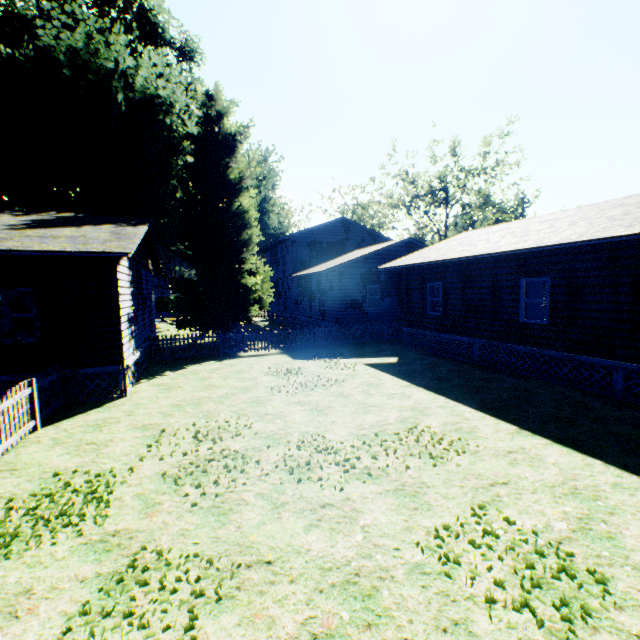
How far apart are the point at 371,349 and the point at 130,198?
19.7 meters

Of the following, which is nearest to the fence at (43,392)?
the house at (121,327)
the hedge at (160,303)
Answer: the house at (121,327)

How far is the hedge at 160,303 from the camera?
50.4m

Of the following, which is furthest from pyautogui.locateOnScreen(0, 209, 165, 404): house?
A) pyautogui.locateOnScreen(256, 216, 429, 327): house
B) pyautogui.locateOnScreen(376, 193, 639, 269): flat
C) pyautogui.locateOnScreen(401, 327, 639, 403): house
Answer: pyautogui.locateOnScreen(401, 327, 639, 403): house

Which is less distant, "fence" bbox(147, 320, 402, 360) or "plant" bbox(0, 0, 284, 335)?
"fence" bbox(147, 320, 402, 360)

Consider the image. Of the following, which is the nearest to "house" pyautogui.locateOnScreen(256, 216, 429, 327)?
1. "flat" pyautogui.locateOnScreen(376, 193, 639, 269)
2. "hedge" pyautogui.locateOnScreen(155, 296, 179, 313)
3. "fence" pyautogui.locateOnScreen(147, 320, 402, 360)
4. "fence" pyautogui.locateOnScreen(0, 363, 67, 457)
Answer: "fence" pyautogui.locateOnScreen(147, 320, 402, 360)

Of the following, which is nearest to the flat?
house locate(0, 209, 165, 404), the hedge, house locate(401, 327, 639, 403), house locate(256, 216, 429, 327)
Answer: house locate(256, 216, 429, 327)

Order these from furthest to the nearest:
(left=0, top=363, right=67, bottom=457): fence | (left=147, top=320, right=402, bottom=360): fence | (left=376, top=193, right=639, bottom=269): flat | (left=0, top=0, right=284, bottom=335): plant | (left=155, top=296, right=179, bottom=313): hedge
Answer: (left=155, top=296, right=179, bottom=313): hedge → (left=0, top=0, right=284, bottom=335): plant → (left=147, top=320, right=402, bottom=360): fence → (left=376, top=193, right=639, bottom=269): flat → (left=0, top=363, right=67, bottom=457): fence
